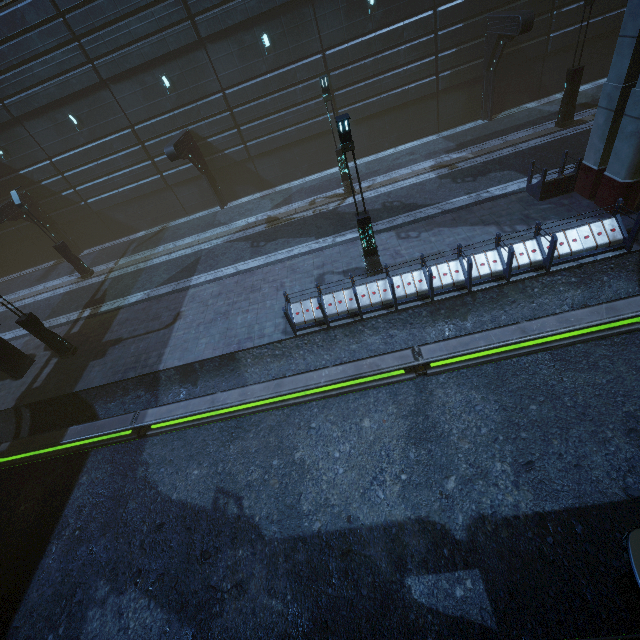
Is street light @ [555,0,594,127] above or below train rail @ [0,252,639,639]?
above

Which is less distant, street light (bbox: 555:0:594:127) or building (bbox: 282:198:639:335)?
building (bbox: 282:198:639:335)

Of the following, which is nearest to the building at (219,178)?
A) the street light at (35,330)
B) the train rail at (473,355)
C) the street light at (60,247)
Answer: the train rail at (473,355)

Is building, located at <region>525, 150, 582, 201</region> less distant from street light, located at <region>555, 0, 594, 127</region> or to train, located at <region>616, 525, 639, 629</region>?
train, located at <region>616, 525, 639, 629</region>

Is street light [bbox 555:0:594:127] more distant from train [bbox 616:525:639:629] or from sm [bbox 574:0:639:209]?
train [bbox 616:525:639:629]

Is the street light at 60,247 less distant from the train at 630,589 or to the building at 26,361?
the building at 26,361

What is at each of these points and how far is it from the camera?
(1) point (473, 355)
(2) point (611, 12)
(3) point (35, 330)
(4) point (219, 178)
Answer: (1) train rail, 9.81m
(2) building, 16.97m
(3) street light, 13.45m
(4) building, 21.70m

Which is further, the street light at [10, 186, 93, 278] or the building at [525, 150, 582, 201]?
the street light at [10, 186, 93, 278]
